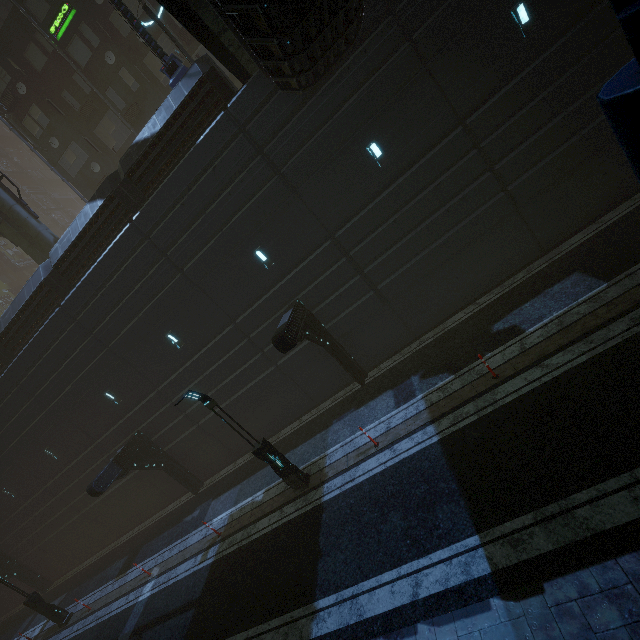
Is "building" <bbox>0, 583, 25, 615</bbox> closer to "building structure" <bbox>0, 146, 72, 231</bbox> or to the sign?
the sign

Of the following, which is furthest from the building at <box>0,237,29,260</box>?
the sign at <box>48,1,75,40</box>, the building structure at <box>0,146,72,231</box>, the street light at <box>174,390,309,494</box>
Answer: the street light at <box>174,390,309,494</box>

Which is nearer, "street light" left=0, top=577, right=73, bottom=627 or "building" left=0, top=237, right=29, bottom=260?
"street light" left=0, top=577, right=73, bottom=627

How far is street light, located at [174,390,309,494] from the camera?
10.70m

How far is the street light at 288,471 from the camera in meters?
10.7 m

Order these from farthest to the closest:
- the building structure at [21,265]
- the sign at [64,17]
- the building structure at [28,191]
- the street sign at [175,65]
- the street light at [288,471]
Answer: the building structure at [28,191], the building structure at [21,265], the sign at [64,17], the street sign at [175,65], the street light at [288,471]

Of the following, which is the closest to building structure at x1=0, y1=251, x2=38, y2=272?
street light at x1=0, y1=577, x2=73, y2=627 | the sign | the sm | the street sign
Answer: the sm

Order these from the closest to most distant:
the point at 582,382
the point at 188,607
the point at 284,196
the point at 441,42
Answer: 1. the point at 582,382
2. the point at 441,42
3. the point at 188,607
4. the point at 284,196
